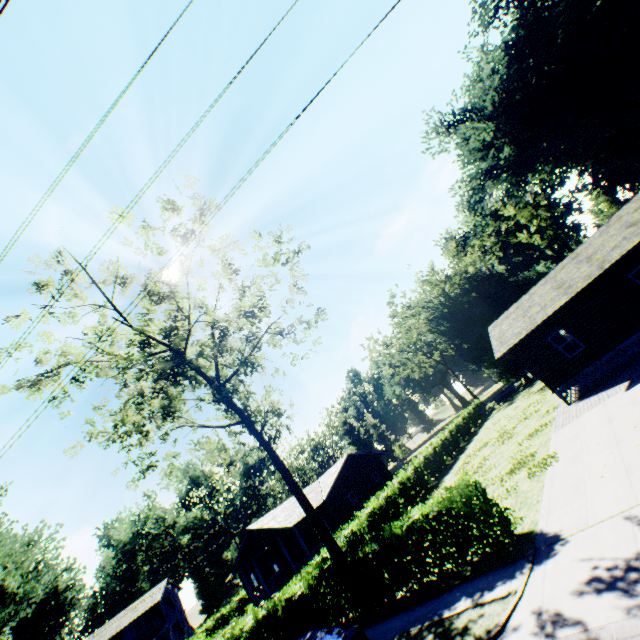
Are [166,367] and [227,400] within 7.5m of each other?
yes

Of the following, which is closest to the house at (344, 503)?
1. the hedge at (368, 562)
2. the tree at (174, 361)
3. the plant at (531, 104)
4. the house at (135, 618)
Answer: the hedge at (368, 562)

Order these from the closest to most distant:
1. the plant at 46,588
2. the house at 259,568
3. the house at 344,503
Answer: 1. the plant at 46,588
2. the house at 259,568
3. the house at 344,503

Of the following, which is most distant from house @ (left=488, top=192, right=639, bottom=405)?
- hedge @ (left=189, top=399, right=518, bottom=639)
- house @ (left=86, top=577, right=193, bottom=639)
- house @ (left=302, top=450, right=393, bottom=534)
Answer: house @ (left=86, top=577, right=193, bottom=639)

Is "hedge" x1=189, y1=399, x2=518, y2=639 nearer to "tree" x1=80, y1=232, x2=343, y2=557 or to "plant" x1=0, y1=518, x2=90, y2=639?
"tree" x1=80, y1=232, x2=343, y2=557

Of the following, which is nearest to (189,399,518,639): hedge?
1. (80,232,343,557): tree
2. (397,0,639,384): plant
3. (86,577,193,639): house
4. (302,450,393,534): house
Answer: (80,232,343,557): tree

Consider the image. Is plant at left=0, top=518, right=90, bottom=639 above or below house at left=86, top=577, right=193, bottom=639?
above

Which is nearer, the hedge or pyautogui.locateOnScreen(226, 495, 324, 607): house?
the hedge
